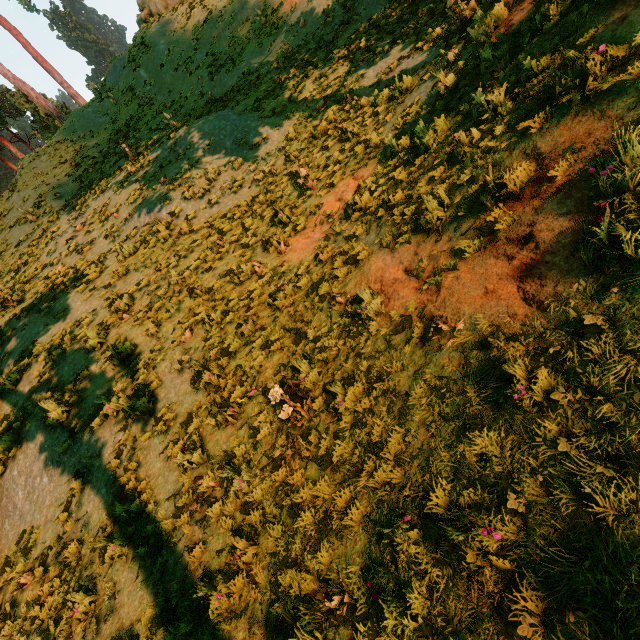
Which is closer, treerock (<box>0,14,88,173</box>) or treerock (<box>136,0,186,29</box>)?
treerock (<box>136,0,186,29</box>)

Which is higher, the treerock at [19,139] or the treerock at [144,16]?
the treerock at [19,139]

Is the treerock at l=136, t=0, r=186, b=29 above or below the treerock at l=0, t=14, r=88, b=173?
below

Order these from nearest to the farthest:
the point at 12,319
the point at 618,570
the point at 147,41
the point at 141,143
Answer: the point at 618,570 → the point at 12,319 → the point at 141,143 → the point at 147,41

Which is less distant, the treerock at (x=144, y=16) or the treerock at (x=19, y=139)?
the treerock at (x=144, y=16)
